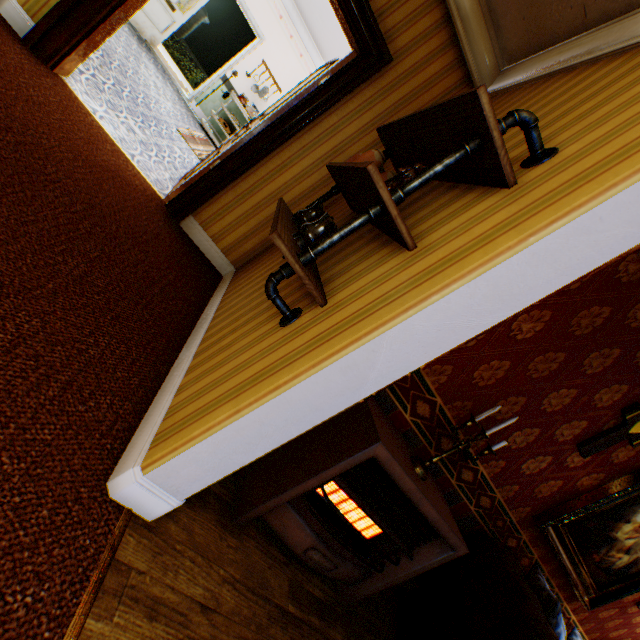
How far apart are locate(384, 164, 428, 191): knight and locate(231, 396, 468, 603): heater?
1.1 meters

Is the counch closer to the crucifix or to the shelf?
the crucifix

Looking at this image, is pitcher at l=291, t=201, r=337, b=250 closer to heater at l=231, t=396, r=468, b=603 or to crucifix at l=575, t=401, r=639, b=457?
heater at l=231, t=396, r=468, b=603

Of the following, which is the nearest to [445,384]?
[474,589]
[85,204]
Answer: [474,589]

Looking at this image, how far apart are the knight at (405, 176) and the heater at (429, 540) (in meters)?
1.07

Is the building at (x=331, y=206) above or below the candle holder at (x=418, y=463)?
above

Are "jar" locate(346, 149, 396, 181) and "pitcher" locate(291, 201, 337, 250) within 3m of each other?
yes

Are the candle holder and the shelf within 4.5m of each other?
yes
